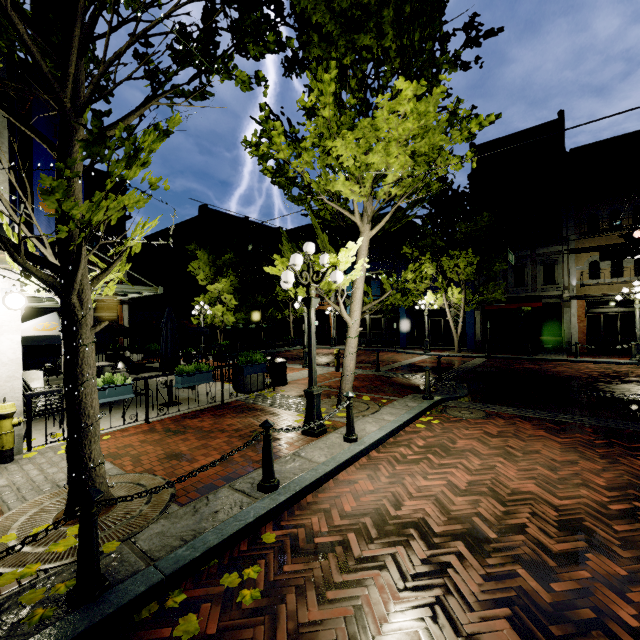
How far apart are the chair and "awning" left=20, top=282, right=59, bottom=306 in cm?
571

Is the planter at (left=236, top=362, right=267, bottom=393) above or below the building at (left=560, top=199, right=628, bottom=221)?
below

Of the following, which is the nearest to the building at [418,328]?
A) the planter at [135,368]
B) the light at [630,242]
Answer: the light at [630,242]

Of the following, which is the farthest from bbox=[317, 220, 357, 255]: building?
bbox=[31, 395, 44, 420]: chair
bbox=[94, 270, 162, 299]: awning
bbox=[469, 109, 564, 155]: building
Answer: bbox=[31, 395, 44, 420]: chair

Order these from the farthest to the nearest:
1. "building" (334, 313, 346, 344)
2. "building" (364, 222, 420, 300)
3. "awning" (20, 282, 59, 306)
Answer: "building" (334, 313, 346, 344)
"building" (364, 222, 420, 300)
"awning" (20, 282, 59, 306)

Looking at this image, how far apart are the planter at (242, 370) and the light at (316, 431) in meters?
3.2 m

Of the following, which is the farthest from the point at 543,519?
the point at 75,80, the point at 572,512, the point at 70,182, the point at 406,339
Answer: the point at 406,339

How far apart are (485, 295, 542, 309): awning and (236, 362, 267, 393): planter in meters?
16.5
